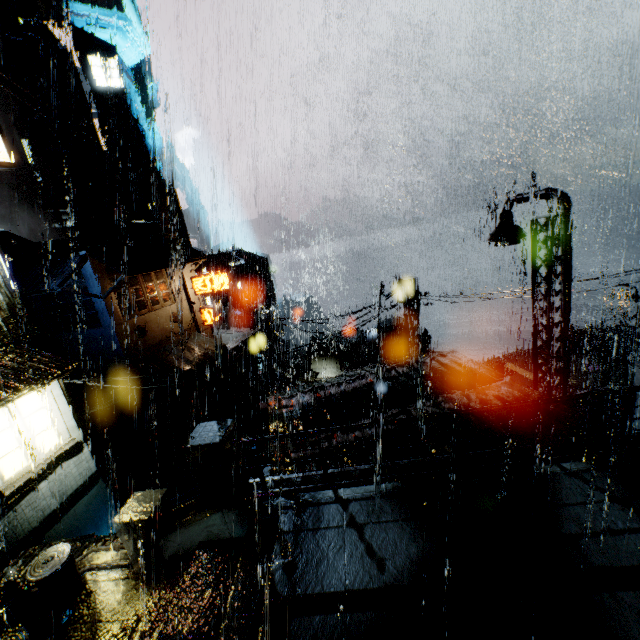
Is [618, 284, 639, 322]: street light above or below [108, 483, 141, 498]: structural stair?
above

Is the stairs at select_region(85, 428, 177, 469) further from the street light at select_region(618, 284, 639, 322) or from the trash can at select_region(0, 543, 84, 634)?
the street light at select_region(618, 284, 639, 322)

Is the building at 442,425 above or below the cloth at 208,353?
above

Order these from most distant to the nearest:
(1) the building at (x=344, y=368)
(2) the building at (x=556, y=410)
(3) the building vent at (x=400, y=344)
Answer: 1. (3) the building vent at (x=400, y=344)
2. (1) the building at (x=344, y=368)
3. (2) the building at (x=556, y=410)

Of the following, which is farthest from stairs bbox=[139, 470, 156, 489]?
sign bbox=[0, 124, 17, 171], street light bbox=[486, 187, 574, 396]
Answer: sign bbox=[0, 124, 17, 171]

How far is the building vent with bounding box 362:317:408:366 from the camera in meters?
18.7 m

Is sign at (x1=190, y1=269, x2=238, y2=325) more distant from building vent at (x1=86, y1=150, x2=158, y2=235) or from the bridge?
building vent at (x1=86, y1=150, x2=158, y2=235)

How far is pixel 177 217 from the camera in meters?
55.4
